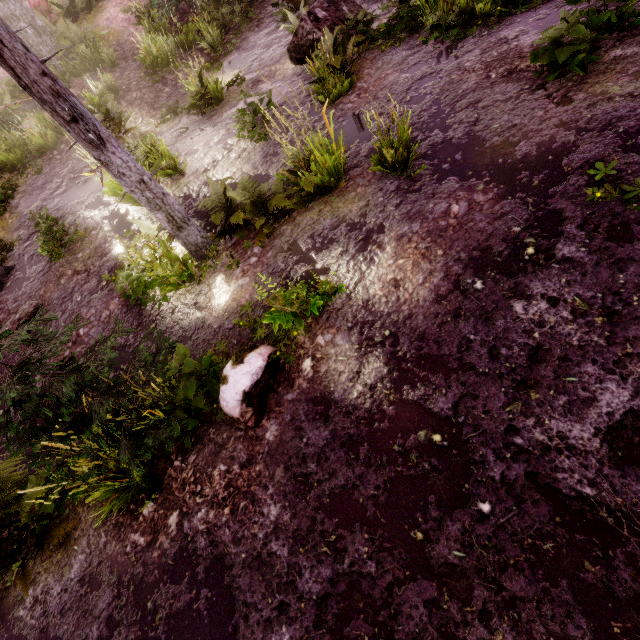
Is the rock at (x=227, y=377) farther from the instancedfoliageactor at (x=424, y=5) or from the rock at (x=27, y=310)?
the rock at (x=27, y=310)

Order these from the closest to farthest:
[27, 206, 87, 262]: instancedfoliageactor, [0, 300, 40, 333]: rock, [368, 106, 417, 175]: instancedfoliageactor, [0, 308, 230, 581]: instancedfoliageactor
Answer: [0, 308, 230, 581]: instancedfoliageactor → [368, 106, 417, 175]: instancedfoliageactor → [0, 300, 40, 333]: rock → [27, 206, 87, 262]: instancedfoliageactor

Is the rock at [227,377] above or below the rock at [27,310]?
below

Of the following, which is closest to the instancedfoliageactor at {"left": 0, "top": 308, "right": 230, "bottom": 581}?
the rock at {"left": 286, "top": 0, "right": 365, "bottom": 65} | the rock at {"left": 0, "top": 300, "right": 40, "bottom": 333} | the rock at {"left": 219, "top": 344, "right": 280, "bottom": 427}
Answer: the rock at {"left": 219, "top": 344, "right": 280, "bottom": 427}

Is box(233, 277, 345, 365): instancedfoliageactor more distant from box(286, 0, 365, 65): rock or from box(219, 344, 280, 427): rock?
box(286, 0, 365, 65): rock

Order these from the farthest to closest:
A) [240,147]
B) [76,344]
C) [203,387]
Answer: [240,147], [76,344], [203,387]
